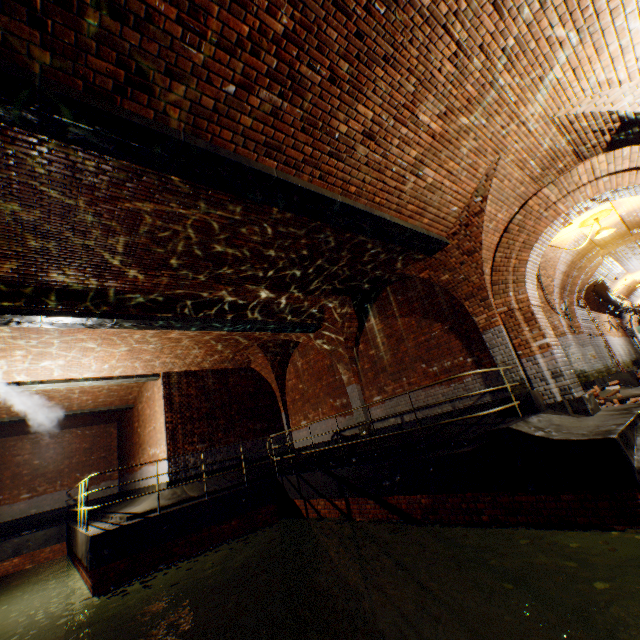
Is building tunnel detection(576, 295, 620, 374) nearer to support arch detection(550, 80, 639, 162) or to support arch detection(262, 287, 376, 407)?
support arch detection(550, 80, 639, 162)

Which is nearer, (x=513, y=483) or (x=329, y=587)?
(x=513, y=483)

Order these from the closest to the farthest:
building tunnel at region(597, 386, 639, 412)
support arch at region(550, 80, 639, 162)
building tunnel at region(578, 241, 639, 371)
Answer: support arch at region(550, 80, 639, 162) < building tunnel at region(597, 386, 639, 412) < building tunnel at region(578, 241, 639, 371)

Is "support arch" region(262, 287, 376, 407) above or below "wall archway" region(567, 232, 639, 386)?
above

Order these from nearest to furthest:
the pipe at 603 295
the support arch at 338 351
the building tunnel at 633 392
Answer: the building tunnel at 633 392 → the support arch at 338 351 → the pipe at 603 295

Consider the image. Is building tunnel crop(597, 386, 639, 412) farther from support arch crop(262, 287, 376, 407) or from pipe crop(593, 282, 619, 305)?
support arch crop(262, 287, 376, 407)

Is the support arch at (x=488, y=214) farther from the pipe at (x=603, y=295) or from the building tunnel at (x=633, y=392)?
the pipe at (x=603, y=295)
